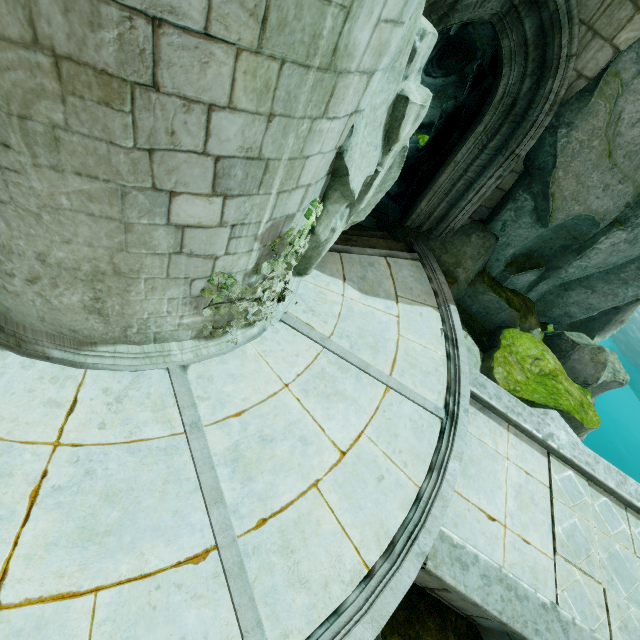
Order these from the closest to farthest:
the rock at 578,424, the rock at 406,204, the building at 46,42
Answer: → the building at 46,42, the rock at 406,204, the rock at 578,424

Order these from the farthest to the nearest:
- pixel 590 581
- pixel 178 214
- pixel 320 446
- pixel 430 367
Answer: pixel 430 367 < pixel 590 581 < pixel 320 446 < pixel 178 214

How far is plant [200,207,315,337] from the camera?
4.05m

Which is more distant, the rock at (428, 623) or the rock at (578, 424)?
the rock at (578, 424)

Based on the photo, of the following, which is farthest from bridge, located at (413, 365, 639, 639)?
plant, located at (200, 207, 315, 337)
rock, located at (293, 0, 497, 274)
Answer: plant, located at (200, 207, 315, 337)

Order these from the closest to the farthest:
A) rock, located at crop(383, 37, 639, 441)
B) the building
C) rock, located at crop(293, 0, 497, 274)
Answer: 1. the building
2. rock, located at crop(293, 0, 497, 274)
3. rock, located at crop(383, 37, 639, 441)

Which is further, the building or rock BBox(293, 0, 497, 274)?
rock BBox(293, 0, 497, 274)
